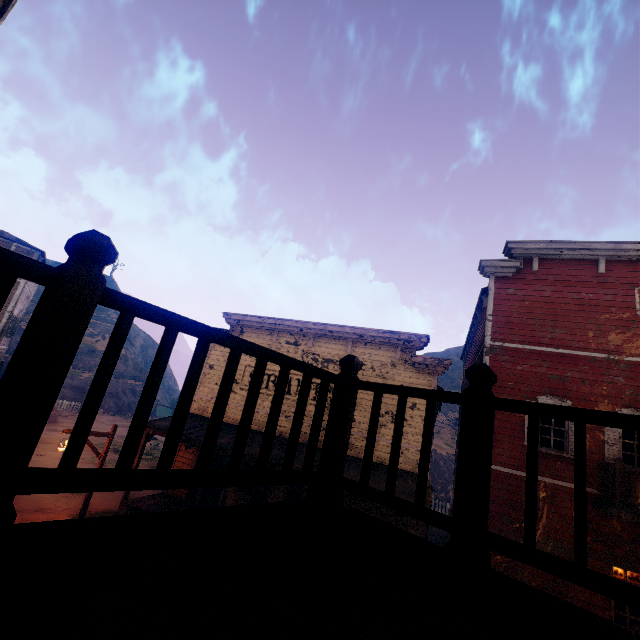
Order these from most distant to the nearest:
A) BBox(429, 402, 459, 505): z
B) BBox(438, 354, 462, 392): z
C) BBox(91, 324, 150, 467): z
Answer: BBox(438, 354, 462, 392): z → BBox(429, 402, 459, 505): z → BBox(91, 324, 150, 467): z

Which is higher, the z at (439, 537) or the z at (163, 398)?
the z at (163, 398)

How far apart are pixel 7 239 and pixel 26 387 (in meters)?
25.34

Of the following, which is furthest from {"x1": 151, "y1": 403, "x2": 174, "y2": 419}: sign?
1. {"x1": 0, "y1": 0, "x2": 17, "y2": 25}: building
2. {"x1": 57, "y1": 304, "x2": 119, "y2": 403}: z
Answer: {"x1": 0, "y1": 0, "x2": 17, "y2": 25}: building

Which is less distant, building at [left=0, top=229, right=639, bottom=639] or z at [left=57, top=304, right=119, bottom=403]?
building at [left=0, top=229, right=639, bottom=639]

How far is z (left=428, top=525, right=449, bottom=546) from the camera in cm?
1792

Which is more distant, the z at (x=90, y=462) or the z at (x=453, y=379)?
the z at (x=453, y=379)
